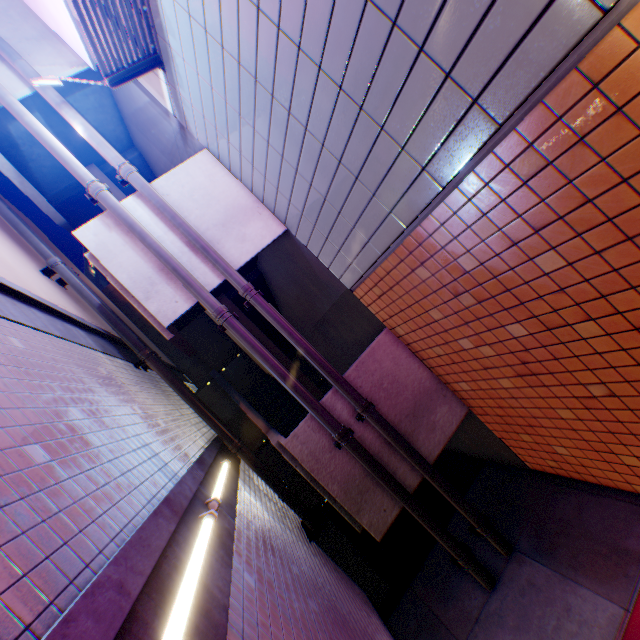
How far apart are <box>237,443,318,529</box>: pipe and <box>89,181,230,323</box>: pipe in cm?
215

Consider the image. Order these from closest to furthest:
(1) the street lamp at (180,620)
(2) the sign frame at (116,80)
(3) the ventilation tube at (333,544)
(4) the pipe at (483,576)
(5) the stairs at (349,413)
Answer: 1. (1) the street lamp at (180,620)
2. (2) the sign frame at (116,80)
3. (4) the pipe at (483,576)
4. (5) the stairs at (349,413)
5. (3) the ventilation tube at (333,544)

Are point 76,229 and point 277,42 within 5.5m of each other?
no

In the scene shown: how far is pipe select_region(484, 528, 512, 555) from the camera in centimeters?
482cm

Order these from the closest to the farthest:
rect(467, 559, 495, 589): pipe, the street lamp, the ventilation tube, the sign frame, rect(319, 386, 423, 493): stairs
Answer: the street lamp
the sign frame
rect(467, 559, 495, 589): pipe
rect(319, 386, 423, 493): stairs
the ventilation tube

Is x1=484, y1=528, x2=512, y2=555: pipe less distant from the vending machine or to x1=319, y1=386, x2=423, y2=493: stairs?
x1=319, y1=386, x2=423, y2=493: stairs

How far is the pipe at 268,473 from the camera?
6.2 meters

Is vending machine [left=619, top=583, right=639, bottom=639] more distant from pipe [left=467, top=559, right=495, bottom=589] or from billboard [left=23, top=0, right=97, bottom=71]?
billboard [left=23, top=0, right=97, bottom=71]
